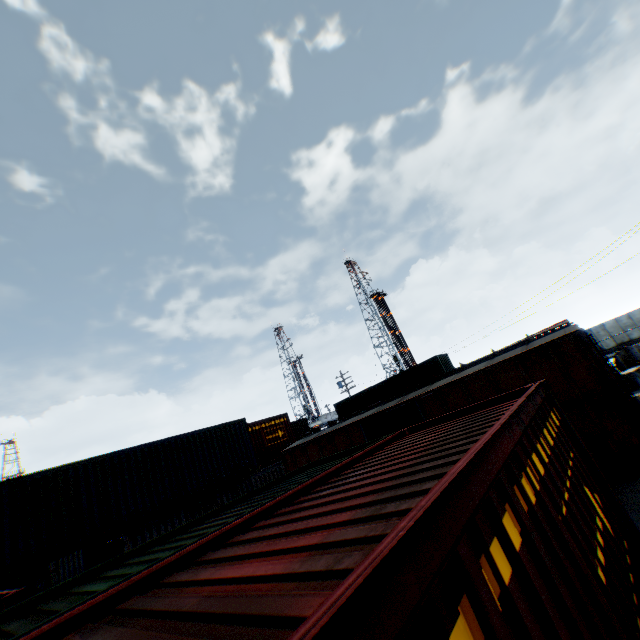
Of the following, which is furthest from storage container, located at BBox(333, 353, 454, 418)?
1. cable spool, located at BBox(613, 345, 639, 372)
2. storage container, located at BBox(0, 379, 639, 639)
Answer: storage container, located at BBox(0, 379, 639, 639)

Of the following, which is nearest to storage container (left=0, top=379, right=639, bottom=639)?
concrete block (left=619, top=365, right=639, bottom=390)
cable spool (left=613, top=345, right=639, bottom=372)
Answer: concrete block (left=619, top=365, right=639, bottom=390)

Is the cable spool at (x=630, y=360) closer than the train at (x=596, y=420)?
No

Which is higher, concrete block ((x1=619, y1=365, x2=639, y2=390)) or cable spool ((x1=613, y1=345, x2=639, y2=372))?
cable spool ((x1=613, y1=345, x2=639, y2=372))

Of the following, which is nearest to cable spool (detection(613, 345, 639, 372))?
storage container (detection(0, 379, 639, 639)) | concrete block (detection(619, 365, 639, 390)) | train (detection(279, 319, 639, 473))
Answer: concrete block (detection(619, 365, 639, 390))

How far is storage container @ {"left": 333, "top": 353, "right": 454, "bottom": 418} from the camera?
26.84m

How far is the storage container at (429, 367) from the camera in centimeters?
2684cm

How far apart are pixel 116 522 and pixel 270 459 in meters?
10.1 m
